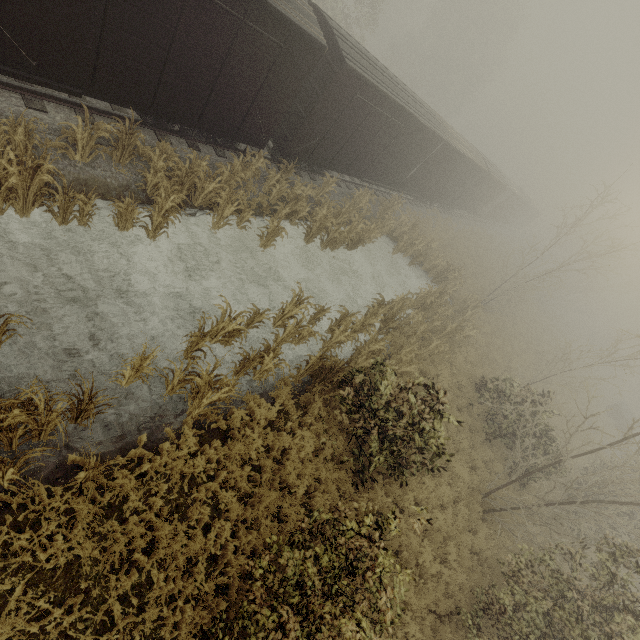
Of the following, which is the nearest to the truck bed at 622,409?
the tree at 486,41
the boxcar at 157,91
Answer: the boxcar at 157,91

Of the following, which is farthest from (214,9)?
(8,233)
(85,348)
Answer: (85,348)

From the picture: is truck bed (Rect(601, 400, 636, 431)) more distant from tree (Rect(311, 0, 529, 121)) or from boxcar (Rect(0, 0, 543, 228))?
tree (Rect(311, 0, 529, 121))

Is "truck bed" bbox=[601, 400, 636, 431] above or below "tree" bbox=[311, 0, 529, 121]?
below

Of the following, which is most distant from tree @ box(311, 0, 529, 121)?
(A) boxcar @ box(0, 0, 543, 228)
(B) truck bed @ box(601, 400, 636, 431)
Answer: (B) truck bed @ box(601, 400, 636, 431)
